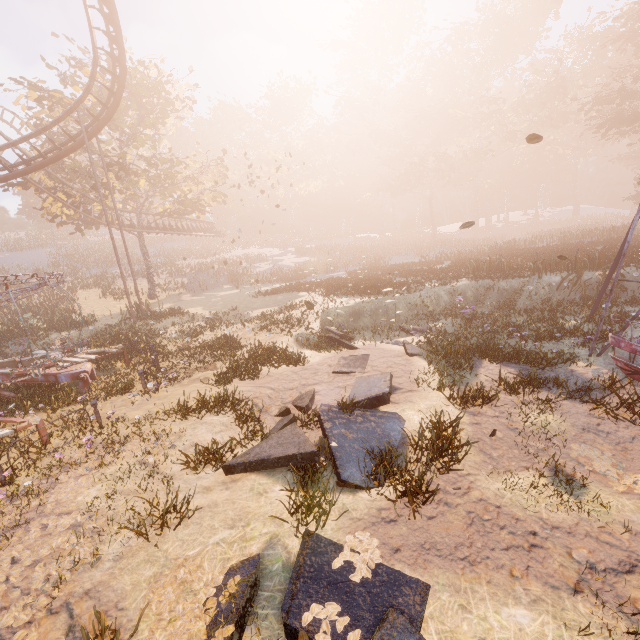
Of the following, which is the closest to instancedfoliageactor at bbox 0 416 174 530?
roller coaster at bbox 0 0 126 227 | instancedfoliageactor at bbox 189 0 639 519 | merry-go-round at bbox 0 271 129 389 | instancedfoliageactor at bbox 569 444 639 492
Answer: merry-go-round at bbox 0 271 129 389

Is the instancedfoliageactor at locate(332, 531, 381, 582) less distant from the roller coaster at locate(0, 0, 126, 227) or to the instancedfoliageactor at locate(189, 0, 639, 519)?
the instancedfoliageactor at locate(189, 0, 639, 519)

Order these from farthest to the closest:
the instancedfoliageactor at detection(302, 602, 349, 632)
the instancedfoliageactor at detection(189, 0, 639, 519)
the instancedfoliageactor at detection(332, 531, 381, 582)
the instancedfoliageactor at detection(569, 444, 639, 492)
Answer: the instancedfoliageactor at detection(189, 0, 639, 519) < the instancedfoliageactor at detection(569, 444, 639, 492) < the instancedfoliageactor at detection(332, 531, 381, 582) < the instancedfoliageactor at detection(302, 602, 349, 632)

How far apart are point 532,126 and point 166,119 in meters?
51.6 m

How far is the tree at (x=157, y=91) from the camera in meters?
25.0

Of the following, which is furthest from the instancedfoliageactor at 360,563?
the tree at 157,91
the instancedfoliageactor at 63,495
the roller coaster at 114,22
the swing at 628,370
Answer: the tree at 157,91

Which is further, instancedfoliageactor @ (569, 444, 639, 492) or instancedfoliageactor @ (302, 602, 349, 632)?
instancedfoliageactor @ (569, 444, 639, 492)

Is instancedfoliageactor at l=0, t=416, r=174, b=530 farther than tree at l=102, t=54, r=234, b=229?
No
